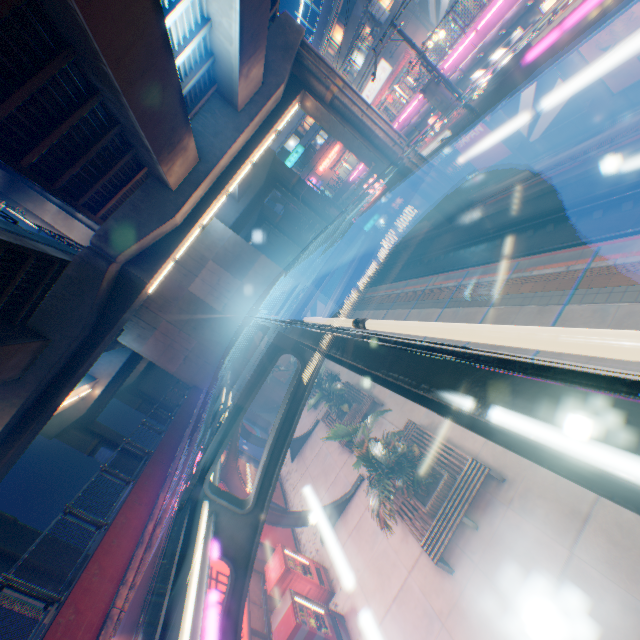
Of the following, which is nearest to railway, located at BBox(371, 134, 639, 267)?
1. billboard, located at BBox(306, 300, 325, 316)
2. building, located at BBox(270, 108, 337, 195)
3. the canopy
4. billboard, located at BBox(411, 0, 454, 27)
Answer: billboard, located at BBox(306, 300, 325, 316)

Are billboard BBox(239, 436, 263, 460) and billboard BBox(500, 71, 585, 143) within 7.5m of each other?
no

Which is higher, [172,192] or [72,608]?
[172,192]

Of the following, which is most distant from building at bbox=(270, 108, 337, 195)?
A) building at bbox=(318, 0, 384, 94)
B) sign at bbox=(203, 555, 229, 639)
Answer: sign at bbox=(203, 555, 229, 639)

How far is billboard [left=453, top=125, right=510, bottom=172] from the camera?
16.9m

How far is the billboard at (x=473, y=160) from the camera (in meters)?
16.88

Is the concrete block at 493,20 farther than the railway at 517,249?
Yes

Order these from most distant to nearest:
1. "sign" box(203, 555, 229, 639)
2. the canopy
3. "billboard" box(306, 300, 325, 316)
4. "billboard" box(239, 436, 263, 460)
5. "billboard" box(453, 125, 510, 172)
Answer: "billboard" box(306, 300, 325, 316) < "billboard" box(239, 436, 263, 460) < "billboard" box(453, 125, 510, 172) < "sign" box(203, 555, 229, 639) < the canopy
